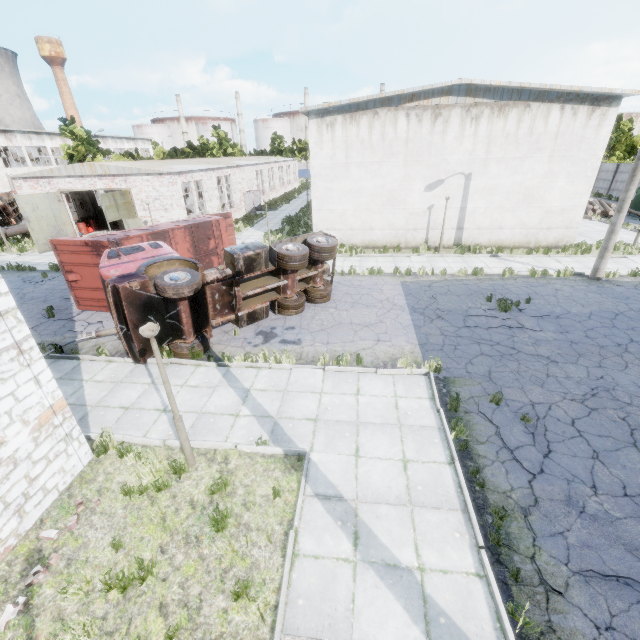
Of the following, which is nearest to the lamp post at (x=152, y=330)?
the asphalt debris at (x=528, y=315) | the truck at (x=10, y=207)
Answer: the asphalt debris at (x=528, y=315)

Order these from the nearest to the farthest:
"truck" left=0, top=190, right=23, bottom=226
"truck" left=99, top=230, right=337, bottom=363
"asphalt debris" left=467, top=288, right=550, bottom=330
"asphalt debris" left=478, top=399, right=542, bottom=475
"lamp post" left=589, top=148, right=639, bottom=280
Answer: "asphalt debris" left=478, top=399, right=542, bottom=475 → "truck" left=99, top=230, right=337, bottom=363 → "asphalt debris" left=467, top=288, right=550, bottom=330 → "lamp post" left=589, top=148, right=639, bottom=280 → "truck" left=0, top=190, right=23, bottom=226

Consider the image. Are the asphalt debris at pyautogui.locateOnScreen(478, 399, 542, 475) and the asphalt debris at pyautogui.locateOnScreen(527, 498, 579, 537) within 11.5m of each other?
yes

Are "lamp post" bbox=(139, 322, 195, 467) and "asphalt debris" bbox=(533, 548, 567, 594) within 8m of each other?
yes

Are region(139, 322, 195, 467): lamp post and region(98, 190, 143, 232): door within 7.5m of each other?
no

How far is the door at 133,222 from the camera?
21.08m

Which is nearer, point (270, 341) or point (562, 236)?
point (270, 341)

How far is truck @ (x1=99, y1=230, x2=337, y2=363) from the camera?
9.18m
